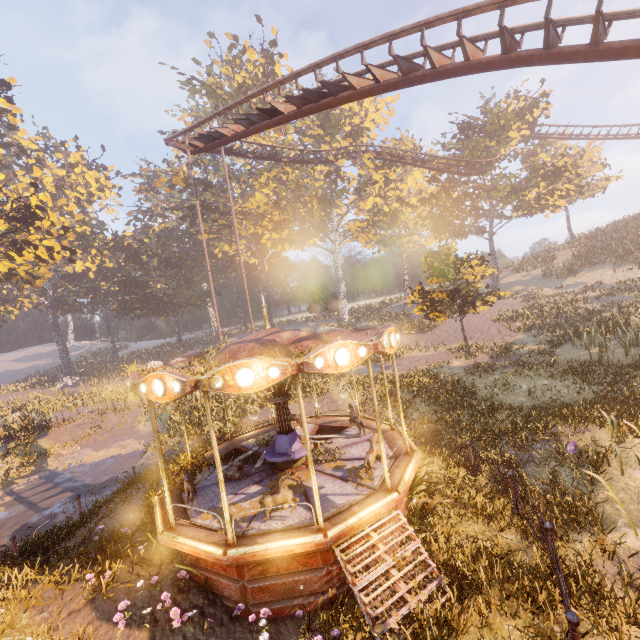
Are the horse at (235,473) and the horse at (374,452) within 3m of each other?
no

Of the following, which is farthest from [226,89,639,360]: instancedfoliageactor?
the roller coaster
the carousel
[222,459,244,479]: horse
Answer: [222,459,244,479]: horse

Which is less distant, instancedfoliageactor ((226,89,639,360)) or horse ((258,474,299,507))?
horse ((258,474,299,507))

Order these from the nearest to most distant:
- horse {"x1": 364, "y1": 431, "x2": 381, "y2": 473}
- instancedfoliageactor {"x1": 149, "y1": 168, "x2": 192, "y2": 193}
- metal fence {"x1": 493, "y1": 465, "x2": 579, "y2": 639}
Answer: metal fence {"x1": 493, "y1": 465, "x2": 579, "y2": 639} < horse {"x1": 364, "y1": 431, "x2": 381, "y2": 473} < instancedfoliageactor {"x1": 149, "y1": 168, "x2": 192, "y2": 193}

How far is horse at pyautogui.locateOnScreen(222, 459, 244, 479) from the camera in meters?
9.5 m

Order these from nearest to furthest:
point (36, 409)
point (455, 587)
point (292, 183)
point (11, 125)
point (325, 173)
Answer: point (455, 587) → point (11, 125) → point (36, 409) → point (325, 173) → point (292, 183)

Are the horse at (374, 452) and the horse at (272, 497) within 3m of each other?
yes

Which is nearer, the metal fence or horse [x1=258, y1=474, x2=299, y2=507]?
the metal fence
